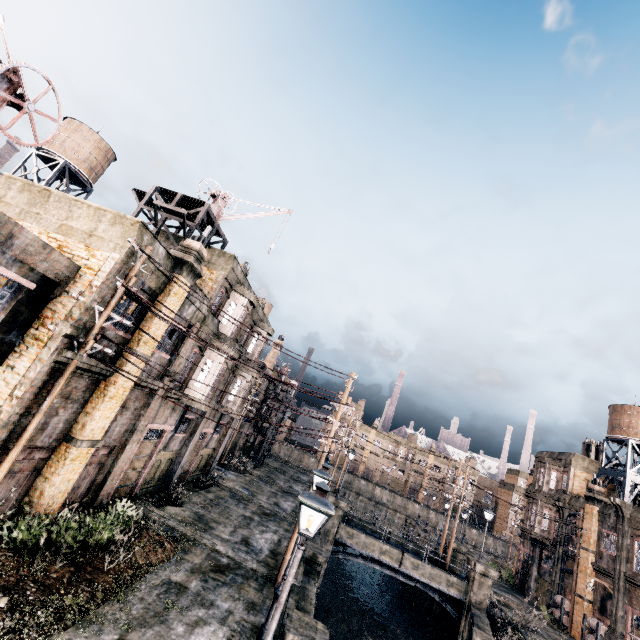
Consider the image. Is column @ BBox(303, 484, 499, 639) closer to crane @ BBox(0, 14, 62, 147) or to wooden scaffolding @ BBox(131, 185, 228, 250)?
wooden scaffolding @ BBox(131, 185, 228, 250)

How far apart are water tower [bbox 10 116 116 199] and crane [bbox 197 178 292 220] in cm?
1627

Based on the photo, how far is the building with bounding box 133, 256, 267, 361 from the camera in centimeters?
→ 1265cm

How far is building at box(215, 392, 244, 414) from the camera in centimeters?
2412cm

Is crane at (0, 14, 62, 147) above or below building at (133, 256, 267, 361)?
above

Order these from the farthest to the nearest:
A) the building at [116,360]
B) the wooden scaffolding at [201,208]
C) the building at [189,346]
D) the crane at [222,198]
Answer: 1. the crane at [222,198]
2. the wooden scaffolding at [201,208]
3. the building at [189,346]
4. the building at [116,360]

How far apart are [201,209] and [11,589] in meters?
16.3 m

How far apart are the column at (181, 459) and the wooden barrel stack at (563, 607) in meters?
36.5 m
